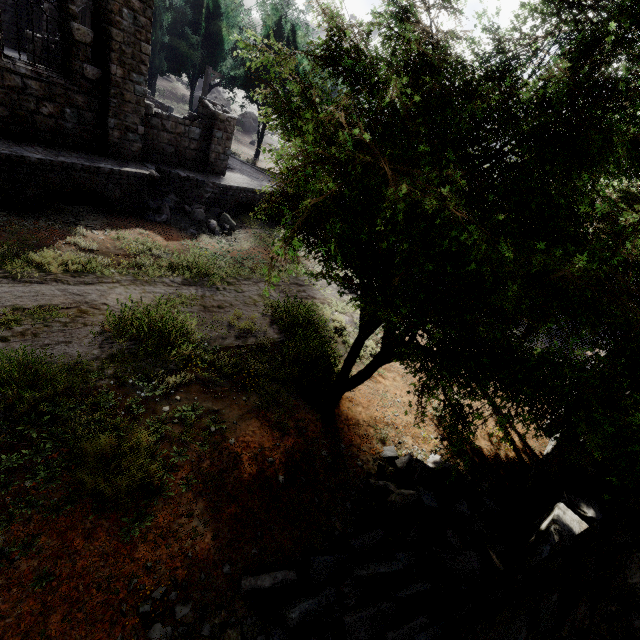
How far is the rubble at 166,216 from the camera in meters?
13.0 m

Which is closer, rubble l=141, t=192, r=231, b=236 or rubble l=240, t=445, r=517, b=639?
rubble l=240, t=445, r=517, b=639

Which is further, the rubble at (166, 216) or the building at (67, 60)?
the rubble at (166, 216)

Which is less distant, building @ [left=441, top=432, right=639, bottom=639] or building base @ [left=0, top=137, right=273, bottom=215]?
building @ [left=441, top=432, right=639, bottom=639]

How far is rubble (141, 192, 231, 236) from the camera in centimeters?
1301cm

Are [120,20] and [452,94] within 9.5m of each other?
no

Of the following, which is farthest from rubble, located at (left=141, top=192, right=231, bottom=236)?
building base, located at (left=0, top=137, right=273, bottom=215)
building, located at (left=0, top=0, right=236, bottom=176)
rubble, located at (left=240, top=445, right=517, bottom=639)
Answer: rubble, located at (left=240, top=445, right=517, bottom=639)

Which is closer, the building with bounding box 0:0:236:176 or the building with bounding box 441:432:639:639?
the building with bounding box 441:432:639:639
